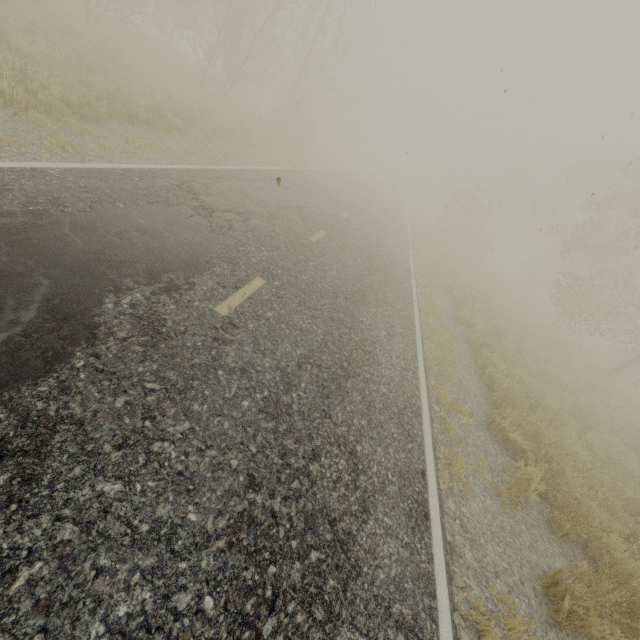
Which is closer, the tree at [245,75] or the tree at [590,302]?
the tree at [590,302]

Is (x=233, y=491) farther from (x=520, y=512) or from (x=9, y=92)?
(x=9, y=92)

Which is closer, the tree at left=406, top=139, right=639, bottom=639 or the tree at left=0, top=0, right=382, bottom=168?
the tree at left=406, top=139, right=639, bottom=639
